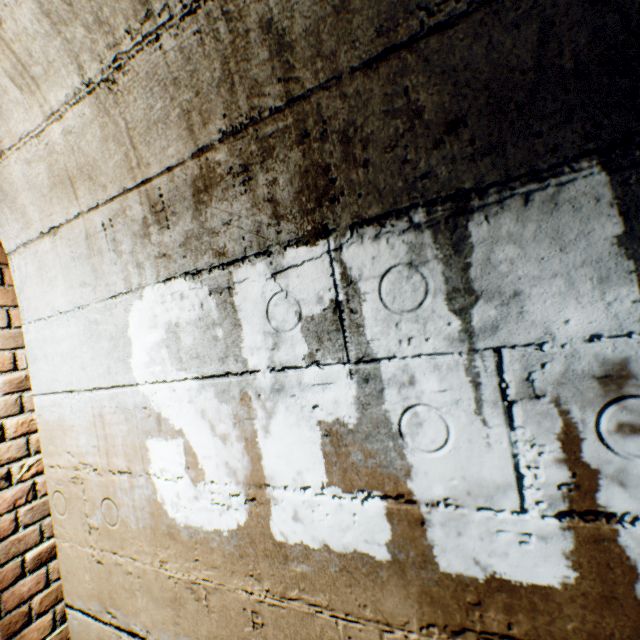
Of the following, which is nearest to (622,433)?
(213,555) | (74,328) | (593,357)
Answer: (593,357)
